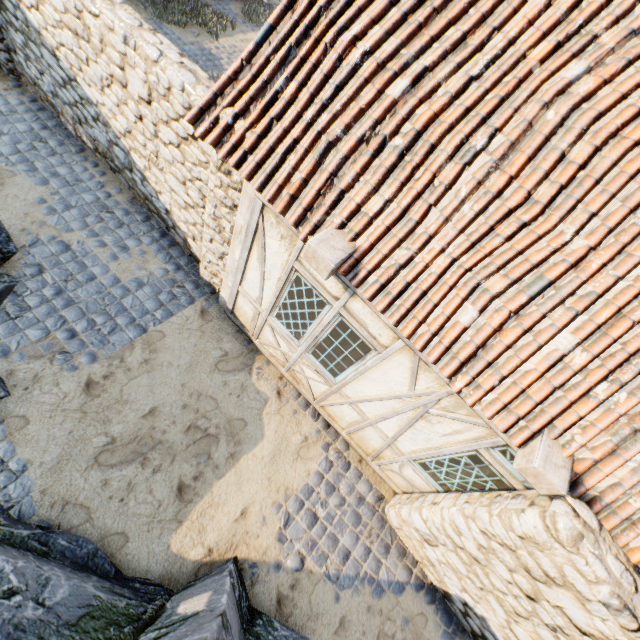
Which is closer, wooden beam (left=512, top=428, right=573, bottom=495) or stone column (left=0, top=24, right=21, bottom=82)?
wooden beam (left=512, top=428, right=573, bottom=495)

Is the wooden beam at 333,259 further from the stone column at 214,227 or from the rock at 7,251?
the rock at 7,251

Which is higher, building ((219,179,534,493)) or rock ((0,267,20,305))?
building ((219,179,534,493))

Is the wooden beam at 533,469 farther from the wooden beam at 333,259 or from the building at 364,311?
the wooden beam at 333,259

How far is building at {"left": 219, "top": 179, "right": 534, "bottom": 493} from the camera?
3.6m

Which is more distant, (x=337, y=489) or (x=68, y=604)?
(x=337, y=489)

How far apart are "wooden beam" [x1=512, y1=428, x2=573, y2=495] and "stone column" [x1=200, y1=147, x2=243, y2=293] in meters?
4.2

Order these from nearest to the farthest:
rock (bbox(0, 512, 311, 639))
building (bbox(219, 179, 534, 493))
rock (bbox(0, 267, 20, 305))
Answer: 1. rock (bbox(0, 512, 311, 639))
2. building (bbox(219, 179, 534, 493))
3. rock (bbox(0, 267, 20, 305))
